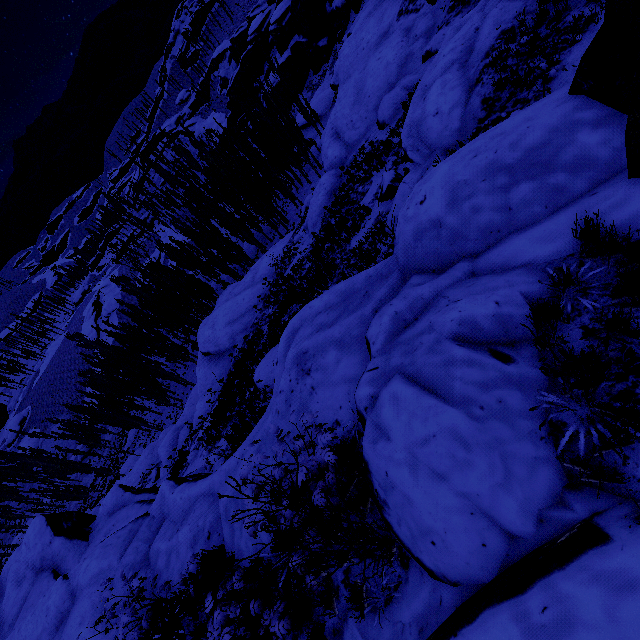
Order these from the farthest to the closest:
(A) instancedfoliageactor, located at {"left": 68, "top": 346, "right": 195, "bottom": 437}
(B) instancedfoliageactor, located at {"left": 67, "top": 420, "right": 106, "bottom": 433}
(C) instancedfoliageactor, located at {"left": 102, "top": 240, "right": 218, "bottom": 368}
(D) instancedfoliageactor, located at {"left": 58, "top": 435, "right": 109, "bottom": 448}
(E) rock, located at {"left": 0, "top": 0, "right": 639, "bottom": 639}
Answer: Answer:
(B) instancedfoliageactor, located at {"left": 67, "top": 420, "right": 106, "bottom": 433}
(D) instancedfoliageactor, located at {"left": 58, "top": 435, "right": 109, "bottom": 448}
(A) instancedfoliageactor, located at {"left": 68, "top": 346, "right": 195, "bottom": 437}
(C) instancedfoliageactor, located at {"left": 102, "top": 240, "right": 218, "bottom": 368}
(E) rock, located at {"left": 0, "top": 0, "right": 639, "bottom": 639}

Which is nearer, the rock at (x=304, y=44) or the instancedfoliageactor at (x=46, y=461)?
the rock at (x=304, y=44)

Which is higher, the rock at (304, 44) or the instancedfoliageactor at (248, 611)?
the instancedfoliageactor at (248, 611)

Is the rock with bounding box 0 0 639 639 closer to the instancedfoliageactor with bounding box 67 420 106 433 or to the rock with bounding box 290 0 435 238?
the instancedfoliageactor with bounding box 67 420 106 433

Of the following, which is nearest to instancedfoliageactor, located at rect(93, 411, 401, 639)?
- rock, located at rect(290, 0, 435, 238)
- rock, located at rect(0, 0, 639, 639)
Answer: rock, located at rect(0, 0, 639, 639)

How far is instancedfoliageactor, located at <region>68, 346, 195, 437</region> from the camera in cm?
3978

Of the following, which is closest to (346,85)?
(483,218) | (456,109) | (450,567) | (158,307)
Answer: (456,109)
